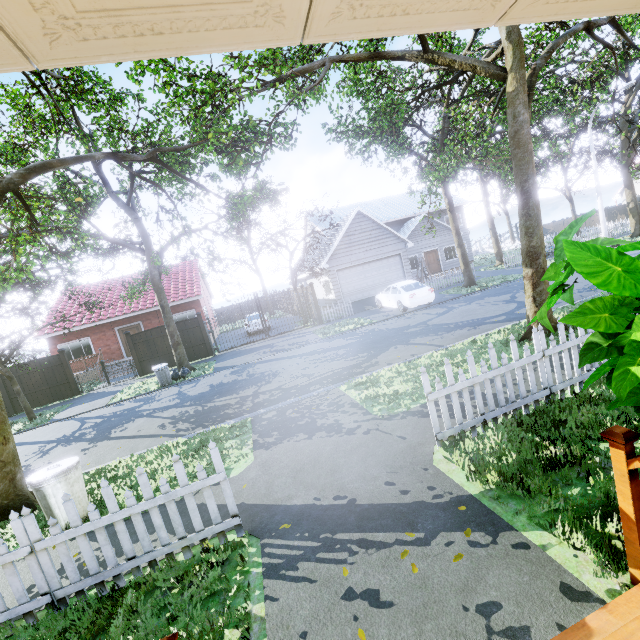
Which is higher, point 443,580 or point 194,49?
point 194,49

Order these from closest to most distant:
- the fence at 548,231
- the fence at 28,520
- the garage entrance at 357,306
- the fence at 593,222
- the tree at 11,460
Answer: the fence at 28,520 → the tree at 11,460 → the garage entrance at 357,306 → the fence at 593,222 → the fence at 548,231

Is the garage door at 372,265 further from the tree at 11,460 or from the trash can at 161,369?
the trash can at 161,369

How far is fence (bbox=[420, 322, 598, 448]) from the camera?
4.39m

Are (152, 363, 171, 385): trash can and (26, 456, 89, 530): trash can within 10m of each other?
yes

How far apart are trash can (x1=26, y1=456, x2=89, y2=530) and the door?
28.2 meters

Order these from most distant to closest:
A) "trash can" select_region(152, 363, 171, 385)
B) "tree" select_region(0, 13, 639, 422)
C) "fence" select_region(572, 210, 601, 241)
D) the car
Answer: "fence" select_region(572, 210, 601, 241)
the car
"trash can" select_region(152, 363, 171, 385)
"tree" select_region(0, 13, 639, 422)

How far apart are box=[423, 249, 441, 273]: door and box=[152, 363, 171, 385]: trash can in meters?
23.0 m
